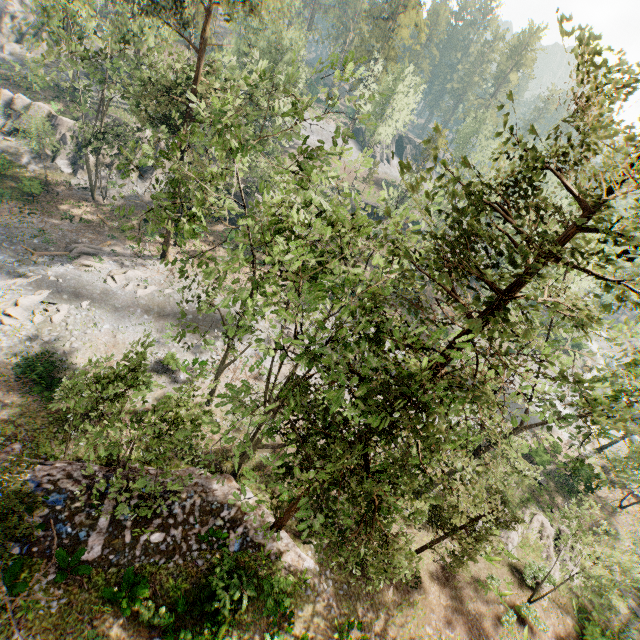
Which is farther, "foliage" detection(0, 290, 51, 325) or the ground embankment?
"foliage" detection(0, 290, 51, 325)

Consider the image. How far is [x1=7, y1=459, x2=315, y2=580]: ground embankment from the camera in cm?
1359

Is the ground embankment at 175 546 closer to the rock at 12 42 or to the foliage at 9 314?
the foliage at 9 314

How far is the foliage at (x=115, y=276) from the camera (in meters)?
28.61

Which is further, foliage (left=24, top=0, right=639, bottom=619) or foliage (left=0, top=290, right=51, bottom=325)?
foliage (left=0, top=290, right=51, bottom=325)

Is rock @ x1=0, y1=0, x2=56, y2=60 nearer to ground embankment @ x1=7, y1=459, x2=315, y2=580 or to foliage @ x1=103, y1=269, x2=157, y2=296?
foliage @ x1=103, y1=269, x2=157, y2=296

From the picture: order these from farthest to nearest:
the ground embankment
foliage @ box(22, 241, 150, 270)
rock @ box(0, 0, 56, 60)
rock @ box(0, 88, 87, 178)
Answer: rock @ box(0, 0, 56, 60) < rock @ box(0, 88, 87, 178) < foliage @ box(22, 241, 150, 270) < the ground embankment

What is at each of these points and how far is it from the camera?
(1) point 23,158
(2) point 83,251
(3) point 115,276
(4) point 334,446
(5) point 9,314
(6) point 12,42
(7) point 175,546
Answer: (1) rock, 36.22m
(2) foliage, 29.45m
(3) foliage, 28.77m
(4) foliage, 9.86m
(5) foliage, 22.53m
(6) rock, 48.06m
(7) ground embankment, 14.96m
